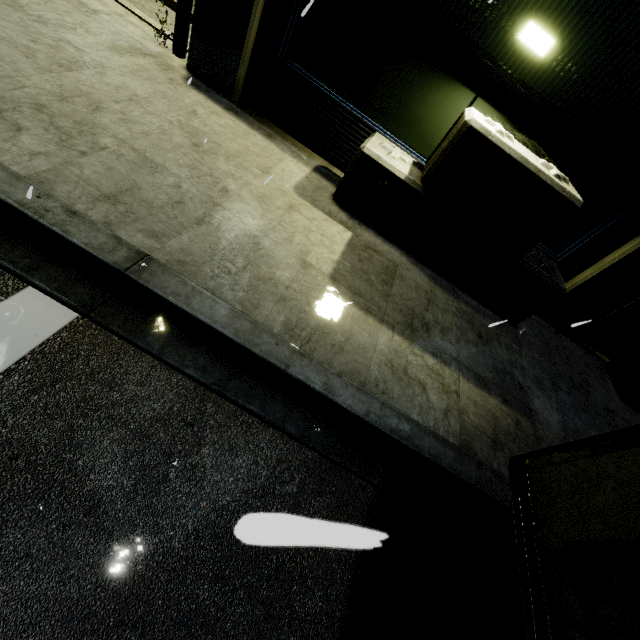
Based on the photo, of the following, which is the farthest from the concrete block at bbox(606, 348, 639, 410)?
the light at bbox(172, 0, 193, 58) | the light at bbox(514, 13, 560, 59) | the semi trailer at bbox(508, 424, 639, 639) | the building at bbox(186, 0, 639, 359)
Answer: the light at bbox(172, 0, 193, 58)

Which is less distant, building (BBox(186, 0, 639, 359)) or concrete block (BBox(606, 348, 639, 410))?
building (BBox(186, 0, 639, 359))

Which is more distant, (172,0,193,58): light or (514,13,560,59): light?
(172,0,193,58): light

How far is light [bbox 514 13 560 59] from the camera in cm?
405

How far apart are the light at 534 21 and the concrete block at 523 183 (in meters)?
0.83

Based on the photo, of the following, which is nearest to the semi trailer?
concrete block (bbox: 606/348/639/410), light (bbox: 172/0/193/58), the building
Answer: the building

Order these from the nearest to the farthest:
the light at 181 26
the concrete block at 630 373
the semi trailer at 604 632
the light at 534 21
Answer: the semi trailer at 604 632
the light at 534 21
the light at 181 26
the concrete block at 630 373

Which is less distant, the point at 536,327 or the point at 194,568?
the point at 194,568
